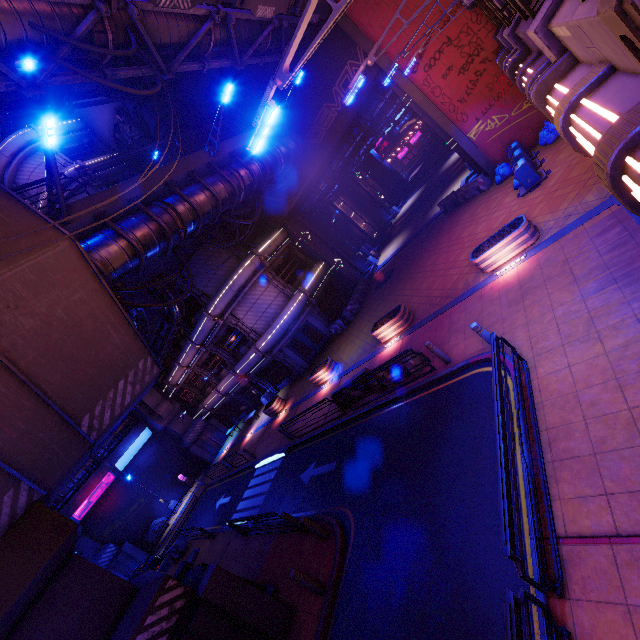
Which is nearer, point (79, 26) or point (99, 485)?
point (79, 26)

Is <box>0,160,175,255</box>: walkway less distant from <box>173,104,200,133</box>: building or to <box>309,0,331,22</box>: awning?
<box>173,104,200,133</box>: building

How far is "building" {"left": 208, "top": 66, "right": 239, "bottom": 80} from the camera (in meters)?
19.97

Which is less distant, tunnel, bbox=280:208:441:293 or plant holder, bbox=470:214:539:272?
plant holder, bbox=470:214:539:272

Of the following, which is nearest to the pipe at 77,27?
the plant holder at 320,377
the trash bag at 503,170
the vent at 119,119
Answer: the vent at 119,119

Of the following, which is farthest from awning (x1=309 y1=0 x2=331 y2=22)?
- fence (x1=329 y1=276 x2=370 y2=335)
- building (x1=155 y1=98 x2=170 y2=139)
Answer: fence (x1=329 y1=276 x2=370 y2=335)

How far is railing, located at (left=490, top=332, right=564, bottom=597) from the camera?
4.6m

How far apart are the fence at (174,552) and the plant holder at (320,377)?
13.98m
